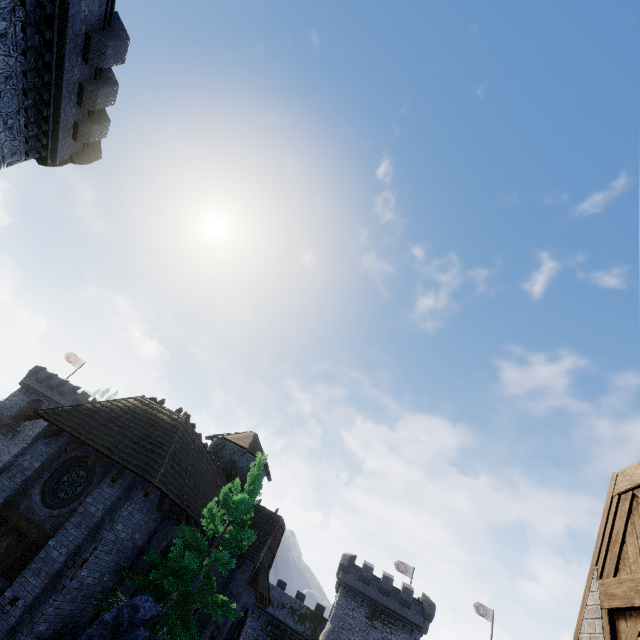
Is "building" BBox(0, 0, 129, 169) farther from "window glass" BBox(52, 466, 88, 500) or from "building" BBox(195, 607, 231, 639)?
"window glass" BBox(52, 466, 88, 500)

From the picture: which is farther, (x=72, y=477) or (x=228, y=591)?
(x=228, y=591)

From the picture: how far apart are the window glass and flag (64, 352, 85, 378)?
44.0 meters

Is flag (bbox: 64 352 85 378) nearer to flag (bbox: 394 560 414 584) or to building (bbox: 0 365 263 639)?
building (bbox: 0 365 263 639)

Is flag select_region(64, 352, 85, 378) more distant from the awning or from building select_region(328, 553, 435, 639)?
building select_region(328, 553, 435, 639)

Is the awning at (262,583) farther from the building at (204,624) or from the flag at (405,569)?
the flag at (405,569)

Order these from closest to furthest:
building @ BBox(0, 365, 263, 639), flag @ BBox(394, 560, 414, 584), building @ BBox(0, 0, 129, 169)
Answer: building @ BBox(0, 365, 263, 639) → building @ BBox(0, 0, 129, 169) → flag @ BBox(394, 560, 414, 584)

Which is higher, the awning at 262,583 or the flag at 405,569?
the flag at 405,569
